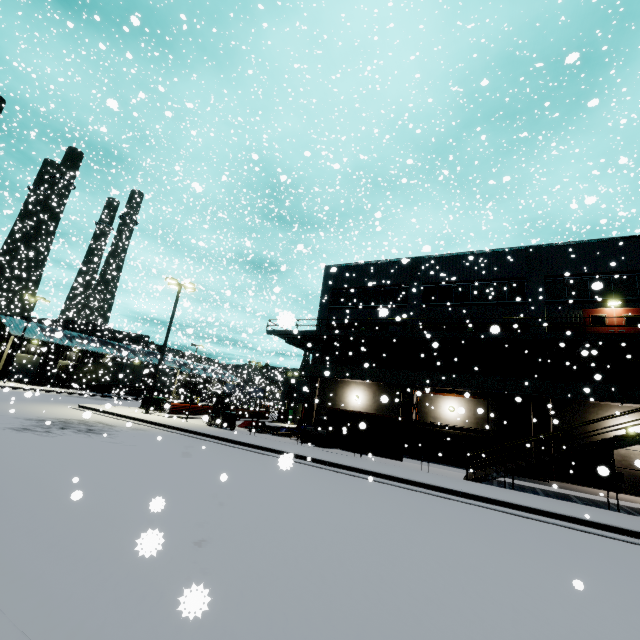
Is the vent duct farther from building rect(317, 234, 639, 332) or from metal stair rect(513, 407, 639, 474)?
metal stair rect(513, 407, 639, 474)

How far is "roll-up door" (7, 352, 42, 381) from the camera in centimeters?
4194cm

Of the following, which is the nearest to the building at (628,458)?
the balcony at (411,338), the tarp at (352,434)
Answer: the balcony at (411,338)

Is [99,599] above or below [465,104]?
below

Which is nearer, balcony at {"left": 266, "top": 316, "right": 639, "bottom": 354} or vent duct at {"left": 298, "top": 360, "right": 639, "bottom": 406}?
balcony at {"left": 266, "top": 316, "right": 639, "bottom": 354}

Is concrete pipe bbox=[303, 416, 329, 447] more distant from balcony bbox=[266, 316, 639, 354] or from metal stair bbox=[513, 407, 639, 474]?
metal stair bbox=[513, 407, 639, 474]

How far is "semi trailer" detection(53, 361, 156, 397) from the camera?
39.0m

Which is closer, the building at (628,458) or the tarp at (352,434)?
the tarp at (352,434)
